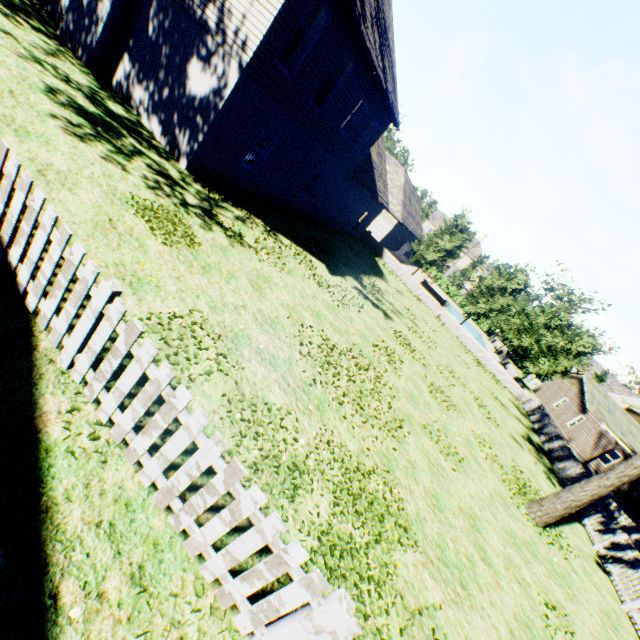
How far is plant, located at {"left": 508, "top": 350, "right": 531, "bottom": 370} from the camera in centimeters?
5191cm

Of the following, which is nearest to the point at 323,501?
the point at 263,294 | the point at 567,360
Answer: the point at 263,294

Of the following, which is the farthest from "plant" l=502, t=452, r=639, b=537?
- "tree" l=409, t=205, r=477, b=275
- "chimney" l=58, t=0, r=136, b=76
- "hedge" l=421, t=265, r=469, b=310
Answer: "chimney" l=58, t=0, r=136, b=76

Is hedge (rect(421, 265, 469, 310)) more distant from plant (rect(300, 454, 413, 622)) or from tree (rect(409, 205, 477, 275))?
plant (rect(300, 454, 413, 622))

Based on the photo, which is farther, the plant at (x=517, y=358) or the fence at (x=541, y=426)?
the plant at (x=517, y=358)

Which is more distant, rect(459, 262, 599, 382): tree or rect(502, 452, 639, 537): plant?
rect(459, 262, 599, 382): tree

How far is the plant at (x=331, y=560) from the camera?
4.1m

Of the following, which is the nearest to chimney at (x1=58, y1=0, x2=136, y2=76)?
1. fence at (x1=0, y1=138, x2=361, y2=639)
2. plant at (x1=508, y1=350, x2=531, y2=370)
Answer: fence at (x1=0, y1=138, x2=361, y2=639)
